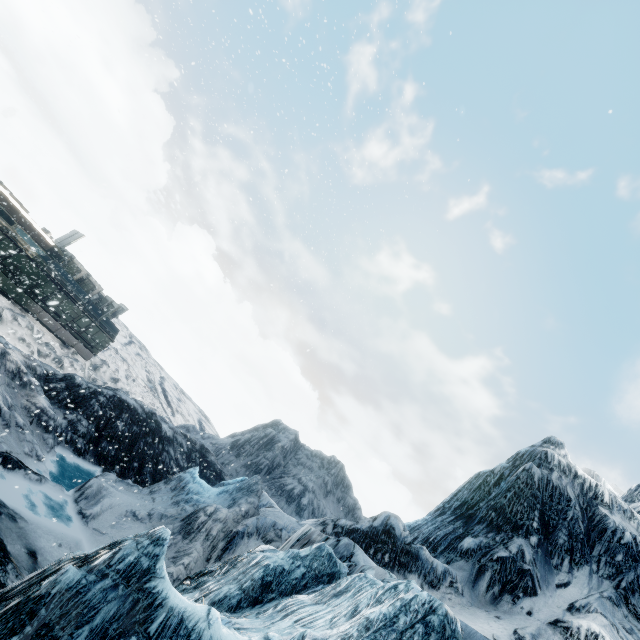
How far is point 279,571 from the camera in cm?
597
